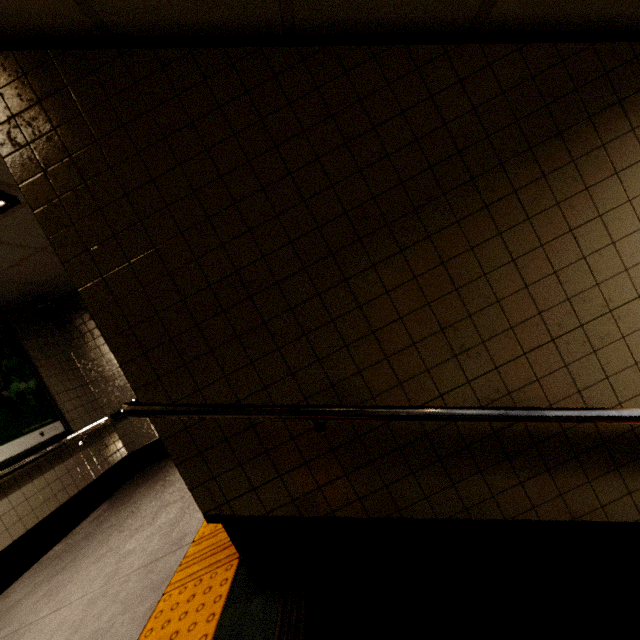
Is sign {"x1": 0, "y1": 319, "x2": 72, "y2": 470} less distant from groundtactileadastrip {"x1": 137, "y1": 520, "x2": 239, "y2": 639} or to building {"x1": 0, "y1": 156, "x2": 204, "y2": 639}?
building {"x1": 0, "y1": 156, "x2": 204, "y2": 639}

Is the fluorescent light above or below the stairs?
above

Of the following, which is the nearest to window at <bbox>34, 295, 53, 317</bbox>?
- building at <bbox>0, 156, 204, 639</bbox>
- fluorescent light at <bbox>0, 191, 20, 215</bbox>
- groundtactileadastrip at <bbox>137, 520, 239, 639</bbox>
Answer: building at <bbox>0, 156, 204, 639</bbox>

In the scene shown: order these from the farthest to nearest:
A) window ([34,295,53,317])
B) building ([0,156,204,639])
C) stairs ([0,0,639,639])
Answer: window ([34,295,53,317])
building ([0,156,204,639])
stairs ([0,0,639,639])

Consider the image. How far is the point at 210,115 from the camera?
1.53m

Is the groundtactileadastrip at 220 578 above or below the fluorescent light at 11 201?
below

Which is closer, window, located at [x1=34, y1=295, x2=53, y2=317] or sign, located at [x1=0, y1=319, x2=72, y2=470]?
sign, located at [x1=0, y1=319, x2=72, y2=470]

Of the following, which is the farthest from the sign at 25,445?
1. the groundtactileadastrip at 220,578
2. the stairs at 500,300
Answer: the stairs at 500,300
